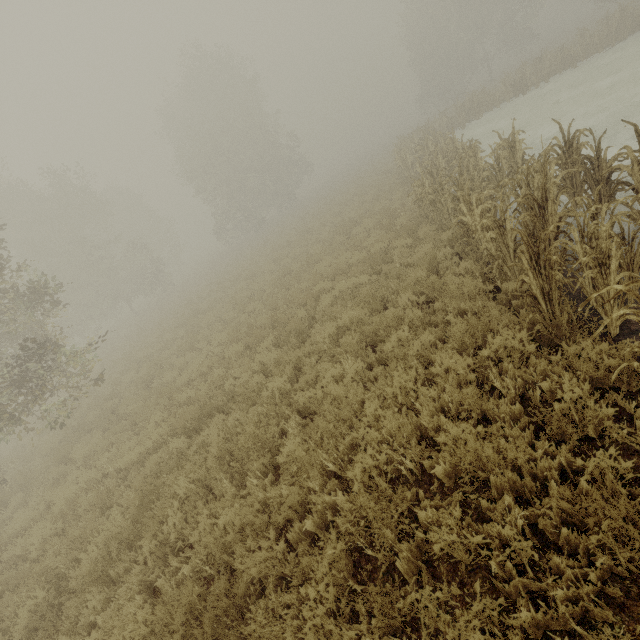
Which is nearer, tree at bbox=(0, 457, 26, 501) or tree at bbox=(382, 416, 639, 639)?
tree at bbox=(382, 416, 639, 639)

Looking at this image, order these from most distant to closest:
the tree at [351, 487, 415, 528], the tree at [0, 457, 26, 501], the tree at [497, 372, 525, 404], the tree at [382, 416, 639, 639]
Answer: the tree at [0, 457, 26, 501], the tree at [497, 372, 525, 404], the tree at [351, 487, 415, 528], the tree at [382, 416, 639, 639]

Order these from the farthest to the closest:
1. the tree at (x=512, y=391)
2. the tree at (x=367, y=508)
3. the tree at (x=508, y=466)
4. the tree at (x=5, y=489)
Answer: the tree at (x=5, y=489) < the tree at (x=512, y=391) < the tree at (x=367, y=508) < the tree at (x=508, y=466)

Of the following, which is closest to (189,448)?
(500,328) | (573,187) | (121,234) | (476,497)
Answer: (476,497)

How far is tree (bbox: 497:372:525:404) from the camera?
4.1 meters

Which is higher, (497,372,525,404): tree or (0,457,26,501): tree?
(0,457,26,501): tree

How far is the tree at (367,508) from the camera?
3.4m
